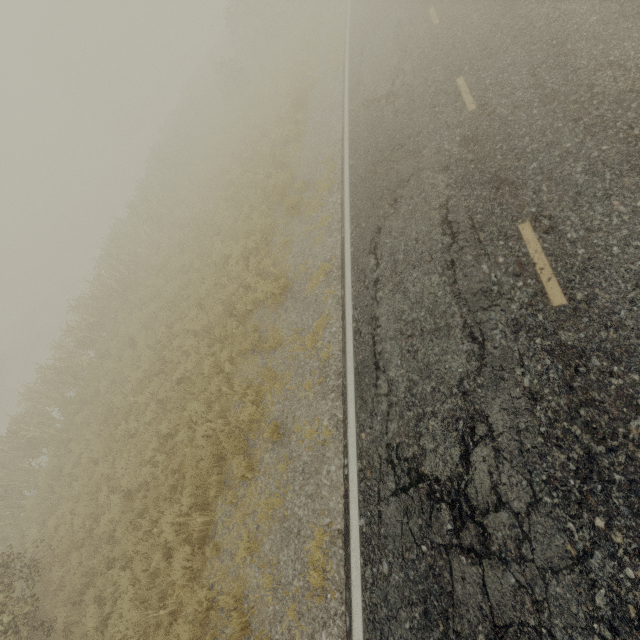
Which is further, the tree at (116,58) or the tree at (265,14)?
the tree at (116,58)

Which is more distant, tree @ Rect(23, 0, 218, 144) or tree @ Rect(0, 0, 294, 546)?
tree @ Rect(23, 0, 218, 144)

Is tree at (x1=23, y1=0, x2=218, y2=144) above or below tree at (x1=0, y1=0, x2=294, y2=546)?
above

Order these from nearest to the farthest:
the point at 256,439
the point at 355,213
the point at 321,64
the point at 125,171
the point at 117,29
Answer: the point at 256,439 → the point at 355,213 → the point at 321,64 → the point at 125,171 → the point at 117,29

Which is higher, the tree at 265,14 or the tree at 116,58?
the tree at 116,58
